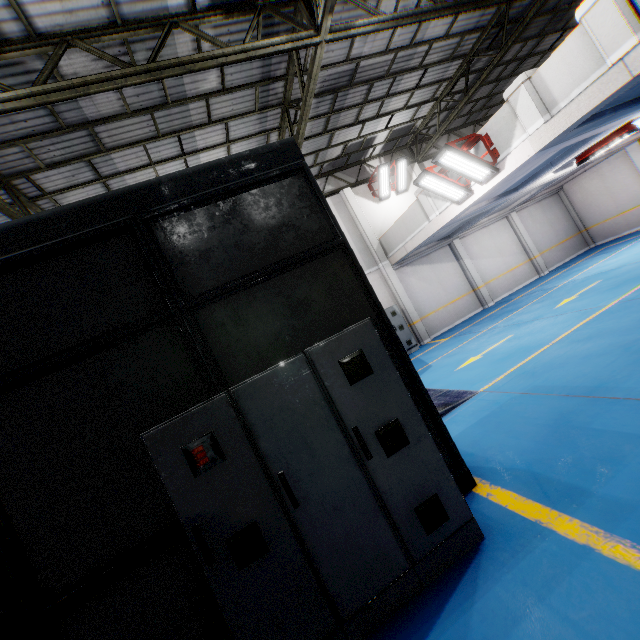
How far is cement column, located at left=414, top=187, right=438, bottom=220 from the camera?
10.8 meters

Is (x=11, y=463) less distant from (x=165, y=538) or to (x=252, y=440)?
(x=165, y=538)

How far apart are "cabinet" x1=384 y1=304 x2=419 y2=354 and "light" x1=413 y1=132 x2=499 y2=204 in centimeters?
606cm

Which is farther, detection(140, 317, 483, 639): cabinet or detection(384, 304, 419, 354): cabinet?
detection(384, 304, 419, 354): cabinet

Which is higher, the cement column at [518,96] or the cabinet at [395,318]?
the cement column at [518,96]

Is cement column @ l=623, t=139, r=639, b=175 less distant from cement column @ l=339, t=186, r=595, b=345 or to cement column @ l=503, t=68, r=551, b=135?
cement column @ l=339, t=186, r=595, b=345

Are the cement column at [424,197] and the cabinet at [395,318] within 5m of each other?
yes

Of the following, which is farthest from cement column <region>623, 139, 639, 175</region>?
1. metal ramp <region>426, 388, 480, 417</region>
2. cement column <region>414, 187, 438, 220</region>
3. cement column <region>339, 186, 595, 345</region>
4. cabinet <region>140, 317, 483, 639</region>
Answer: cabinet <region>140, 317, 483, 639</region>
